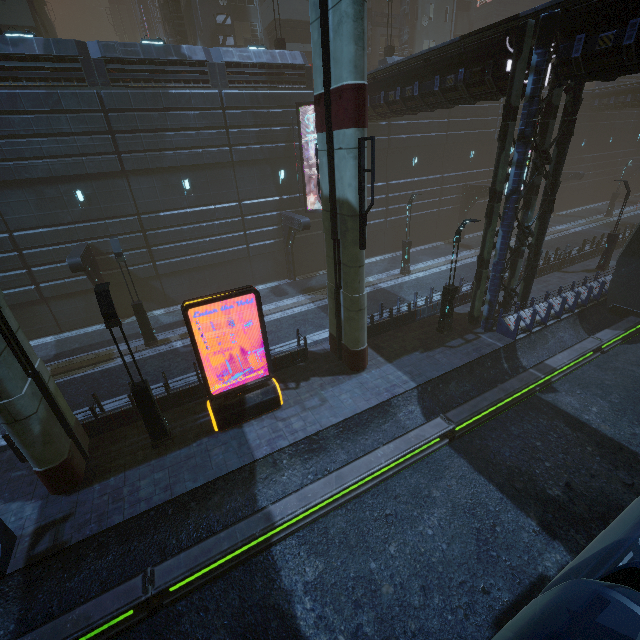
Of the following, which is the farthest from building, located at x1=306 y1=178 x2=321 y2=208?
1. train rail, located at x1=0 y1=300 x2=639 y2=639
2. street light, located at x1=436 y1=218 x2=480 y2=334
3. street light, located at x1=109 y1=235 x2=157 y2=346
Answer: street light, located at x1=109 y1=235 x2=157 y2=346

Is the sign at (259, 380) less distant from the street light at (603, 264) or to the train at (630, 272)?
the train at (630, 272)

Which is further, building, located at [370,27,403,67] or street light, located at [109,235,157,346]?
building, located at [370,27,403,67]

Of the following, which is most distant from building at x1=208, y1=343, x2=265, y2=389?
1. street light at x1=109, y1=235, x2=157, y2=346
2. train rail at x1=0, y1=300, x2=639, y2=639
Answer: street light at x1=109, y1=235, x2=157, y2=346

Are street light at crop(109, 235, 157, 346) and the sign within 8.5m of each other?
A: yes

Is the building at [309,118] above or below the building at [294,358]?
above

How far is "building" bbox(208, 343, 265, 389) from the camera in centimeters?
1309cm

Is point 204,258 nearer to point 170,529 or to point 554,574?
point 170,529
